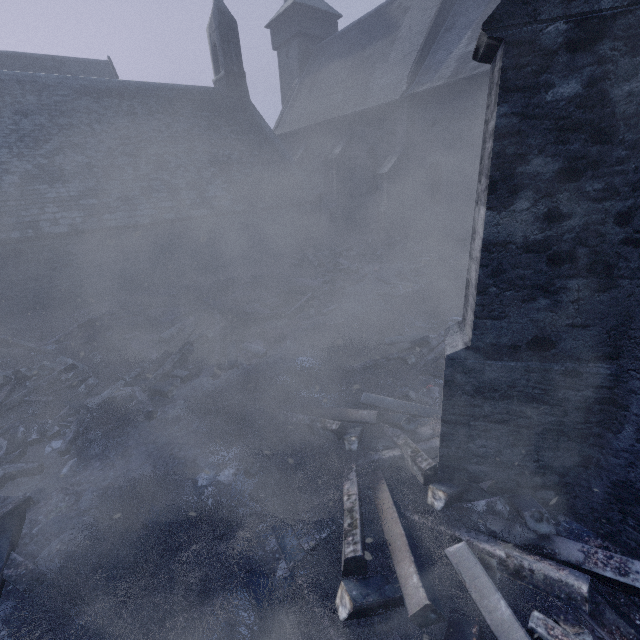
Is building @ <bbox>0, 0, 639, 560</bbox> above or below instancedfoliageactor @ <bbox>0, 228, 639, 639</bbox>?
above

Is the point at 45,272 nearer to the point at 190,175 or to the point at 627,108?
the point at 190,175

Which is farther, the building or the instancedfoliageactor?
the instancedfoliageactor

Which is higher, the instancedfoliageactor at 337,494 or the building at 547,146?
the building at 547,146

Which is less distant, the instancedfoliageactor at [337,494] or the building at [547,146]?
the building at [547,146]
